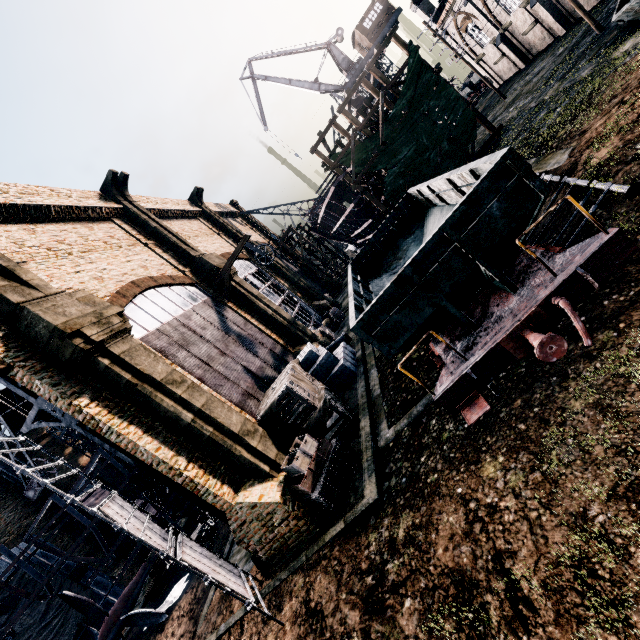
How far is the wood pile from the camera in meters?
21.1

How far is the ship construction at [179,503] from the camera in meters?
21.7

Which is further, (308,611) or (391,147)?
(391,147)

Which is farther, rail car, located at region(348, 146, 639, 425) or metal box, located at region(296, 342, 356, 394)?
metal box, located at region(296, 342, 356, 394)

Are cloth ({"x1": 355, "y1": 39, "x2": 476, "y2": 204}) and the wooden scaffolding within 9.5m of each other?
yes

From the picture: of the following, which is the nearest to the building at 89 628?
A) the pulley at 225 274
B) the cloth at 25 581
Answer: the pulley at 225 274

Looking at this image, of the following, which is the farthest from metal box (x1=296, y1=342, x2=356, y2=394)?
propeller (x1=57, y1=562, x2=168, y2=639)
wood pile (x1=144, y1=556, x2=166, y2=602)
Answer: wood pile (x1=144, y1=556, x2=166, y2=602)

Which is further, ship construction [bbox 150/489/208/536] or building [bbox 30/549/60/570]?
building [bbox 30/549/60/570]
